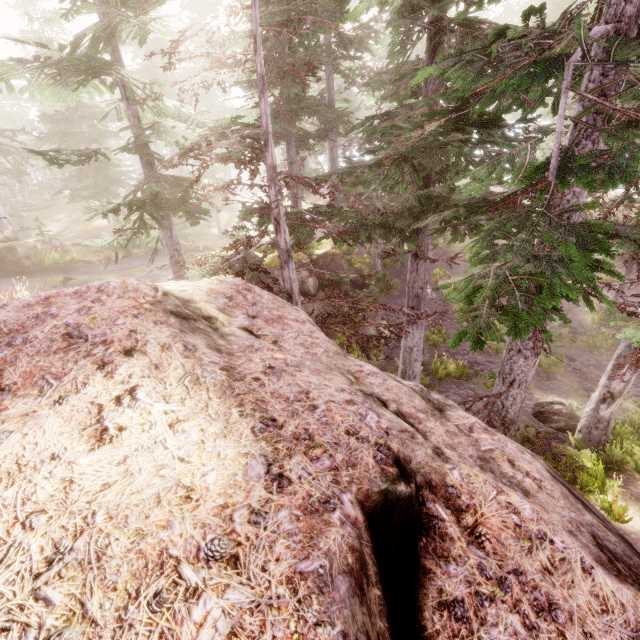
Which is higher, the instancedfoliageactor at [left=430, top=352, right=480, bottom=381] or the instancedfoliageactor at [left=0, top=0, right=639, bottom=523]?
the instancedfoliageactor at [left=0, top=0, right=639, bottom=523]

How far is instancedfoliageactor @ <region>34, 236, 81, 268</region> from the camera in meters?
18.2 m

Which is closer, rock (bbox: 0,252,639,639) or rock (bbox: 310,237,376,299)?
rock (bbox: 0,252,639,639)

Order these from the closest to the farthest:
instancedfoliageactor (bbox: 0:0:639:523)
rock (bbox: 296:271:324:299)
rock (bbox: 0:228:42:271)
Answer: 1. instancedfoliageactor (bbox: 0:0:639:523)
2. rock (bbox: 0:228:42:271)
3. rock (bbox: 296:271:324:299)

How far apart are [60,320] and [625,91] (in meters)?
7.33

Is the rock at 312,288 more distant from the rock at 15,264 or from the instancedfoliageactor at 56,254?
the rock at 15,264

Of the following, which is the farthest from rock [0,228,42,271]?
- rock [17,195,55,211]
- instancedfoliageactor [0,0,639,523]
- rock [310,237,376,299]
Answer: rock [17,195,55,211]

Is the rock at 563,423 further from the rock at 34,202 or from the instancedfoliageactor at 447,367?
the rock at 34,202
